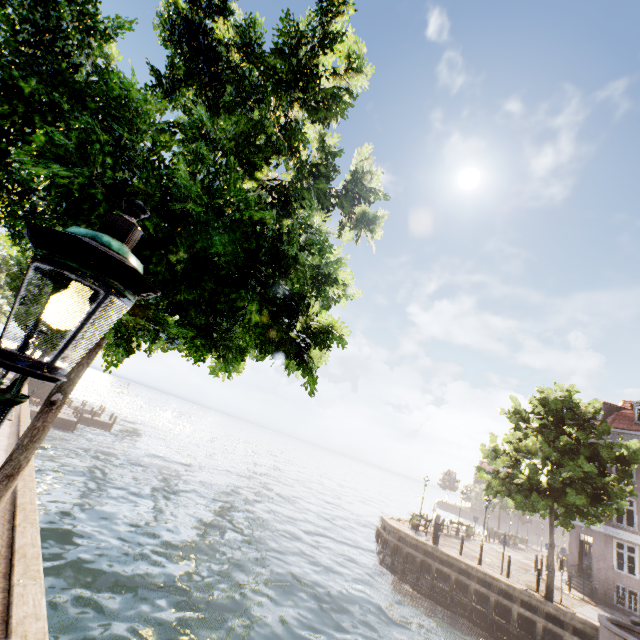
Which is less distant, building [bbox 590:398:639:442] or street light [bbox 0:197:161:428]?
street light [bbox 0:197:161:428]

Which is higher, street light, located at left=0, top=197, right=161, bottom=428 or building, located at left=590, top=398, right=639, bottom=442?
building, located at left=590, top=398, right=639, bottom=442

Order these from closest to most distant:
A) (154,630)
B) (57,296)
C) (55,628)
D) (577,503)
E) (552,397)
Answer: (57,296) → (55,628) → (154,630) → (577,503) → (552,397)

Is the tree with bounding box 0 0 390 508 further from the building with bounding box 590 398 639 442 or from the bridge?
the building with bounding box 590 398 639 442

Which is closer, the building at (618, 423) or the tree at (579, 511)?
the tree at (579, 511)

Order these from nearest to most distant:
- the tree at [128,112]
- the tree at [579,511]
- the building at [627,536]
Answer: the tree at [128,112] → the tree at [579,511] → the building at [627,536]

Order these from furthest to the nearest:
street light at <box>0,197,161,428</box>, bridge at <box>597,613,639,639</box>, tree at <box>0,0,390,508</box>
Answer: bridge at <box>597,613,639,639</box>, tree at <box>0,0,390,508</box>, street light at <box>0,197,161,428</box>

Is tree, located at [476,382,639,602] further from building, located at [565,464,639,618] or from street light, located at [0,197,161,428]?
building, located at [565,464,639,618]
